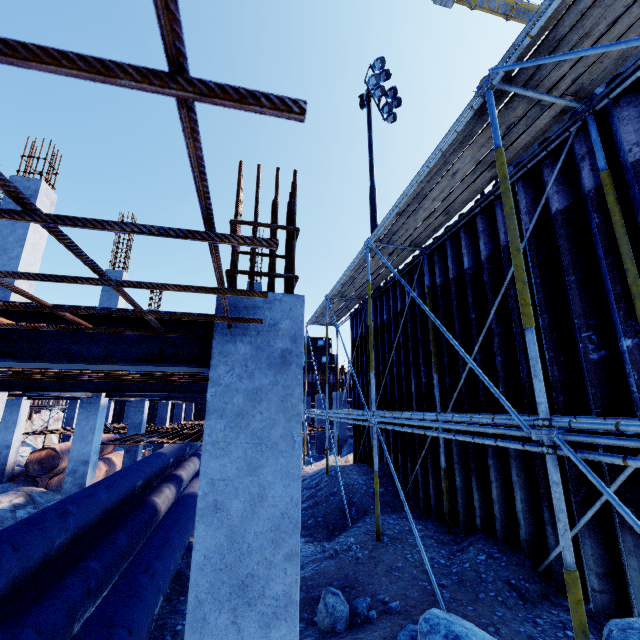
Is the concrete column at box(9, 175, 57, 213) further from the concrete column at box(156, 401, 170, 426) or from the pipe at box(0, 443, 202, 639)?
the concrete column at box(156, 401, 170, 426)

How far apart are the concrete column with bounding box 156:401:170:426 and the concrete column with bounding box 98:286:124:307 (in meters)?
9.35

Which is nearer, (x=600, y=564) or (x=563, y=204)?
(x=600, y=564)

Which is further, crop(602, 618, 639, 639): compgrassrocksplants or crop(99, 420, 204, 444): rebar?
crop(99, 420, 204, 444): rebar

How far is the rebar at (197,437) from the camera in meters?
11.2 m

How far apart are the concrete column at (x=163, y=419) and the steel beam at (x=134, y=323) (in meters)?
19.53

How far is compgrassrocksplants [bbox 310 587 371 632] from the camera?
3.99m

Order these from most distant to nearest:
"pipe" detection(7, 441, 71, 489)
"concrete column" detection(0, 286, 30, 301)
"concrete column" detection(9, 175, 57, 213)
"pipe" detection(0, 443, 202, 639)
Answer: "pipe" detection(7, 441, 71, 489)
"concrete column" detection(9, 175, 57, 213)
"concrete column" detection(0, 286, 30, 301)
"pipe" detection(0, 443, 202, 639)
